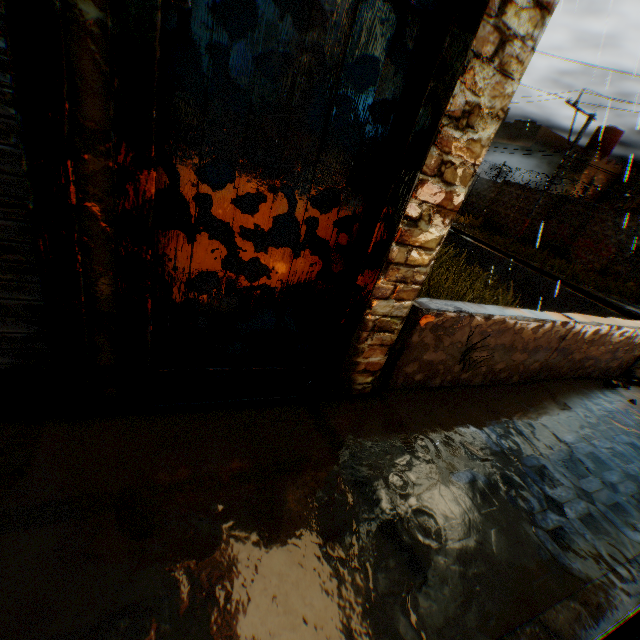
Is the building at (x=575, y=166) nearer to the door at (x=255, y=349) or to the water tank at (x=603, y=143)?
the door at (x=255, y=349)

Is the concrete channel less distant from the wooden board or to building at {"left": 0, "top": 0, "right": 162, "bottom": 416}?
building at {"left": 0, "top": 0, "right": 162, "bottom": 416}

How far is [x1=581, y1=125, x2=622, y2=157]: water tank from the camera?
22.0m

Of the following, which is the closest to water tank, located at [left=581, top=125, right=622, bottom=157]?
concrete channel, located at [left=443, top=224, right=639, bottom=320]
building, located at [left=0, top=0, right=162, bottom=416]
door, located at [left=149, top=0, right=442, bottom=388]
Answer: building, located at [left=0, top=0, right=162, bottom=416]

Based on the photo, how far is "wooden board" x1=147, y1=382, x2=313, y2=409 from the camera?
2.2m

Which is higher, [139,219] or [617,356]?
[139,219]

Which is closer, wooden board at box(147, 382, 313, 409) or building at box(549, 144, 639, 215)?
wooden board at box(147, 382, 313, 409)

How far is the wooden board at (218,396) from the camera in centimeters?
222cm
